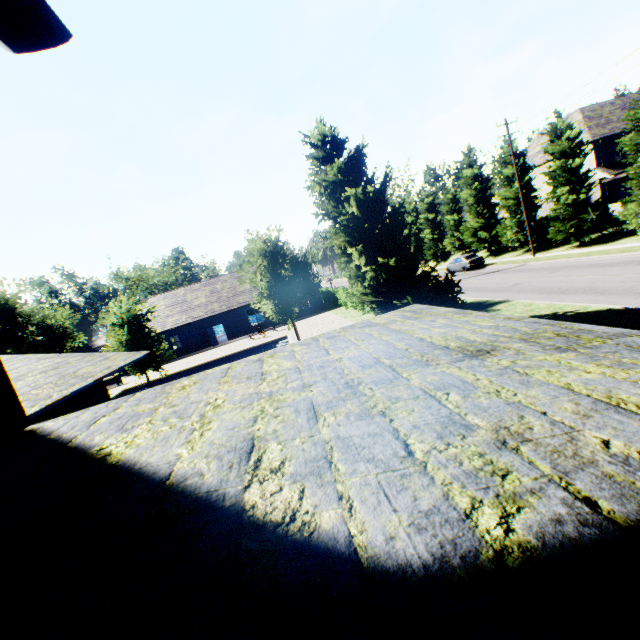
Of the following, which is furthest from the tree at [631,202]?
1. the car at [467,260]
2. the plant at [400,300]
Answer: the plant at [400,300]

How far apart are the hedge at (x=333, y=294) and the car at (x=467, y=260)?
11.2m

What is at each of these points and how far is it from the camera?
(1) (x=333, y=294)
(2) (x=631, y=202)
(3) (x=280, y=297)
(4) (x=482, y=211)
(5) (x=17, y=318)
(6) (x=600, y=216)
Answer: (1) hedge, 38.59m
(2) tree, 21.98m
(3) tree, 18.31m
(4) tree, 36.62m
(5) tree, 17.44m
(6) tree, 25.09m

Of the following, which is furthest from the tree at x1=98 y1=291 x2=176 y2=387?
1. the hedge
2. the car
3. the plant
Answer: the hedge

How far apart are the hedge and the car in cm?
1120

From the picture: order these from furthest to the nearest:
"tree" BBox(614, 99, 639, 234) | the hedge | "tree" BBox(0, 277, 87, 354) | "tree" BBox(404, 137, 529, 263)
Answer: "tree" BBox(404, 137, 529, 263), the hedge, "tree" BBox(614, 99, 639, 234), "tree" BBox(0, 277, 87, 354)

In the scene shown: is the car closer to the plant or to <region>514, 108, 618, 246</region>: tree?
<region>514, 108, 618, 246</region>: tree

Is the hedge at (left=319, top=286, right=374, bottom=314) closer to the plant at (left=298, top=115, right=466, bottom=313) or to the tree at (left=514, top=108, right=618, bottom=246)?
the tree at (left=514, top=108, right=618, bottom=246)
